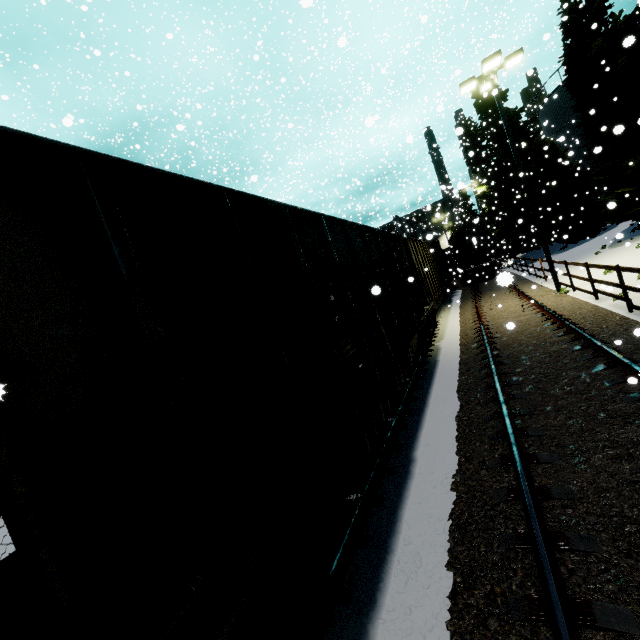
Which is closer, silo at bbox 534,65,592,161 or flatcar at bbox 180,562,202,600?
flatcar at bbox 180,562,202,600

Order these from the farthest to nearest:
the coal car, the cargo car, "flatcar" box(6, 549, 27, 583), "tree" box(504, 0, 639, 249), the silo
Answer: the cargo car < the silo < "tree" box(504, 0, 639, 249) < "flatcar" box(6, 549, 27, 583) < the coal car

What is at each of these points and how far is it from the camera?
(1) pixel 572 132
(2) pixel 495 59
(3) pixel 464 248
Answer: (1) silo, 26.6 meters
(2) light, 12.5 meters
(3) cargo car, 29.1 meters

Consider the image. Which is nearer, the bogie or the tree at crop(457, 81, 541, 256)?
the bogie

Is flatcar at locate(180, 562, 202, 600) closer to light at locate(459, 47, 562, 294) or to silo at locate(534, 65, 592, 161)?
silo at locate(534, 65, 592, 161)

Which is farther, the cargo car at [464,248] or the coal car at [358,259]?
the cargo car at [464,248]

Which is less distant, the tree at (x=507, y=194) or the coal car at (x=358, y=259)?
the coal car at (x=358, y=259)

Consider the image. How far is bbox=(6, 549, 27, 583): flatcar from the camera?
3.0 meters
